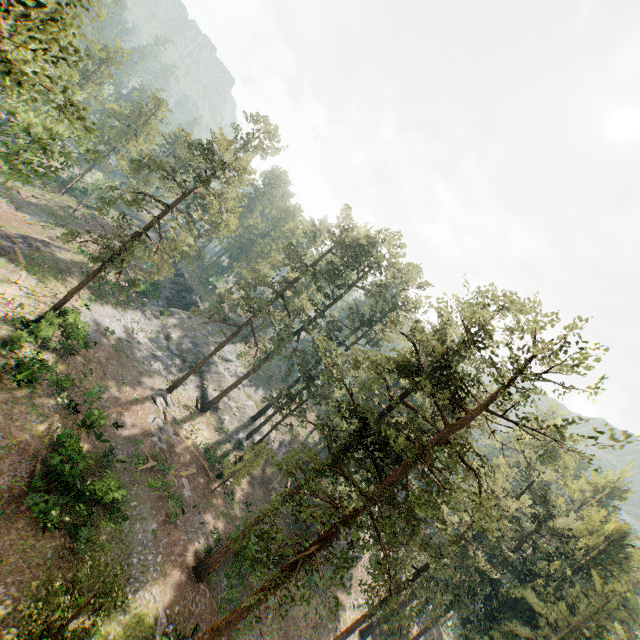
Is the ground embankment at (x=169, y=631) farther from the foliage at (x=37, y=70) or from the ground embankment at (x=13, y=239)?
the ground embankment at (x=13, y=239)

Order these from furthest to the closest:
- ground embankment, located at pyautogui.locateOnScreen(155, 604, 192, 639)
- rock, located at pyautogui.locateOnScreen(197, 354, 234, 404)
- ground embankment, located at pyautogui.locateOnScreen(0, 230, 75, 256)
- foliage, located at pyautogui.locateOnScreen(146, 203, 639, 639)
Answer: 1. rock, located at pyautogui.locateOnScreen(197, 354, 234, 404)
2. ground embankment, located at pyautogui.locateOnScreen(0, 230, 75, 256)
3. ground embankment, located at pyautogui.locateOnScreen(155, 604, 192, 639)
4. foliage, located at pyautogui.locateOnScreen(146, 203, 639, 639)

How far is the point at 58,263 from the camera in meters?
37.9 m

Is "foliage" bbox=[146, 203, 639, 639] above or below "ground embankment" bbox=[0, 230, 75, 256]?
above

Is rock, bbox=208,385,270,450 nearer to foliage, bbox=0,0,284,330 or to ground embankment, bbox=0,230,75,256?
foliage, bbox=0,0,284,330

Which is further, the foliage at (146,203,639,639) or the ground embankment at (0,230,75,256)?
the ground embankment at (0,230,75,256)

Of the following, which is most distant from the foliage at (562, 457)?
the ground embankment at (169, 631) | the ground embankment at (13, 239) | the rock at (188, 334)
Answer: the ground embankment at (13, 239)

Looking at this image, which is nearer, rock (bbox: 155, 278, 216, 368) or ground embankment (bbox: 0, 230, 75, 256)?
ground embankment (bbox: 0, 230, 75, 256)
